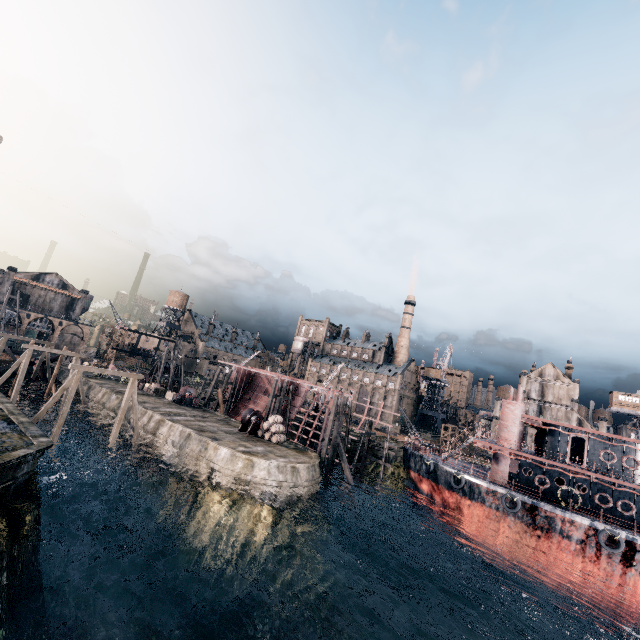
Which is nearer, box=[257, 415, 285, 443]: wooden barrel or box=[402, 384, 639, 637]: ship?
box=[402, 384, 639, 637]: ship

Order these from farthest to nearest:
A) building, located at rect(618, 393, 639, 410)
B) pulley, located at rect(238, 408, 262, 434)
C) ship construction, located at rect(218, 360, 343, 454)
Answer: Answer:
building, located at rect(618, 393, 639, 410)
ship construction, located at rect(218, 360, 343, 454)
pulley, located at rect(238, 408, 262, 434)

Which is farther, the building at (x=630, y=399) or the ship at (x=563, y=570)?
the building at (x=630, y=399)

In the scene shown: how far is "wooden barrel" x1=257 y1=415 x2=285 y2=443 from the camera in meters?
33.6

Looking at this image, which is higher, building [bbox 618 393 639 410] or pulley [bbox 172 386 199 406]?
building [bbox 618 393 639 410]

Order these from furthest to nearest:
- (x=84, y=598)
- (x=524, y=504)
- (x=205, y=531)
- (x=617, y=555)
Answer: (x=524, y=504) → (x=617, y=555) → (x=205, y=531) → (x=84, y=598)

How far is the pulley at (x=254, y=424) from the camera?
35.1 meters

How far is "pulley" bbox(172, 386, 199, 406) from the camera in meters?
43.8
